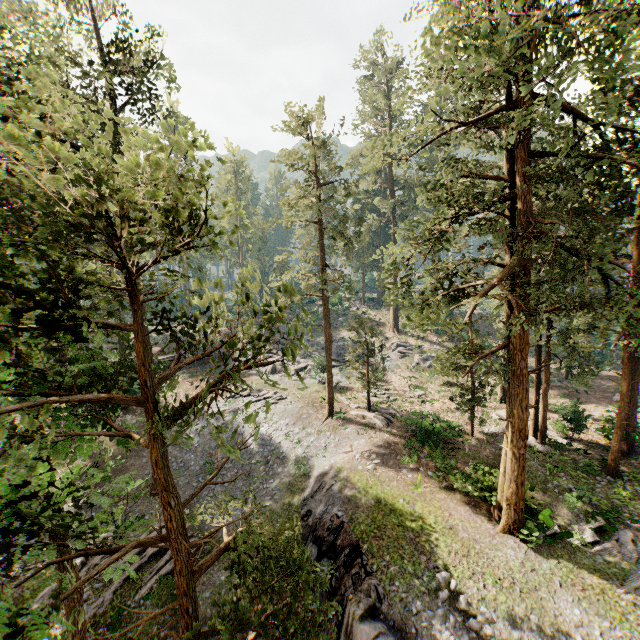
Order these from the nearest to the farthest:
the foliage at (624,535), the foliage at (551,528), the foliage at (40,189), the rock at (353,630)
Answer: the foliage at (40,189) < the rock at (353,630) < the foliage at (624,535) < the foliage at (551,528)

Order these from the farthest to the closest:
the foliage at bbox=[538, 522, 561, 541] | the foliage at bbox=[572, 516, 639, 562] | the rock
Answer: the foliage at bbox=[538, 522, 561, 541], the foliage at bbox=[572, 516, 639, 562], the rock

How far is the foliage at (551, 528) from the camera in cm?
1466

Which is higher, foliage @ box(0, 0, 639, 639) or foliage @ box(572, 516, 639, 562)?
foliage @ box(0, 0, 639, 639)

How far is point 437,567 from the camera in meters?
13.5

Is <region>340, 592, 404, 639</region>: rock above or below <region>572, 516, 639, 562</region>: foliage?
below

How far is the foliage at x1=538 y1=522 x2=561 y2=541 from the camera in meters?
14.7 m

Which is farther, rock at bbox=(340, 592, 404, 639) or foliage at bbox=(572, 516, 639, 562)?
foliage at bbox=(572, 516, 639, 562)
